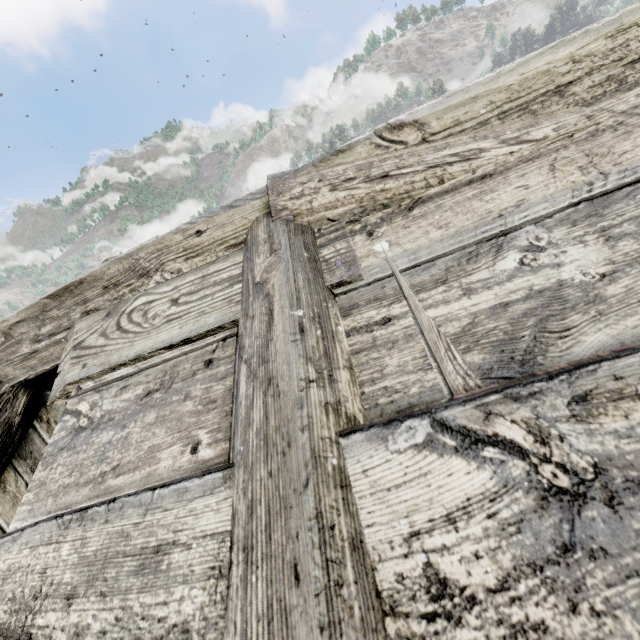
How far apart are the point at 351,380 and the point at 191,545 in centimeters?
58cm
